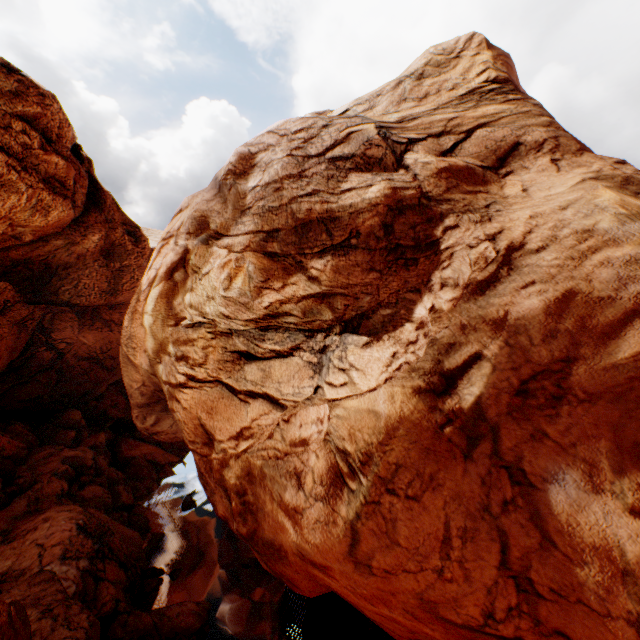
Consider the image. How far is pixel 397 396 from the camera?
8.8m
